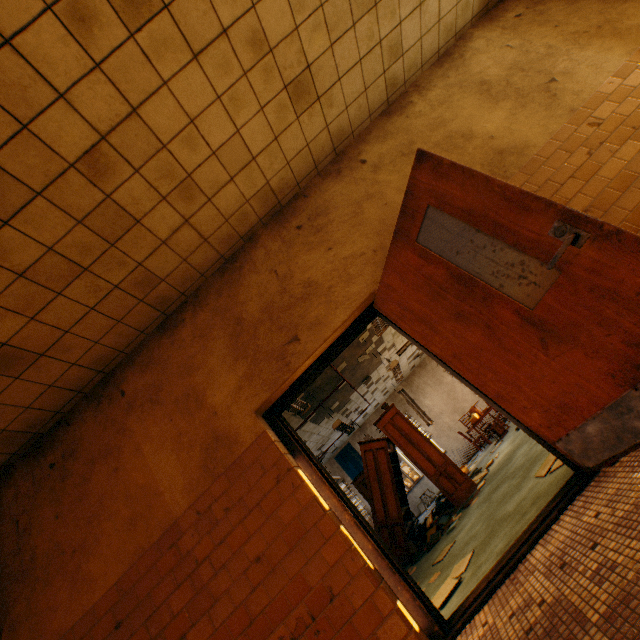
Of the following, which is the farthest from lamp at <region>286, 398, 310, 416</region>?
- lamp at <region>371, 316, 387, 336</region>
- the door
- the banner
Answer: the banner

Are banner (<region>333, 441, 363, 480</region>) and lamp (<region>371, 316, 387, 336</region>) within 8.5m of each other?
no

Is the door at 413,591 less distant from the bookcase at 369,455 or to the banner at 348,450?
the bookcase at 369,455

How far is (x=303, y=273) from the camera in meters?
3.6 m

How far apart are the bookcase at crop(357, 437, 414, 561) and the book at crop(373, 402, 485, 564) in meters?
0.0

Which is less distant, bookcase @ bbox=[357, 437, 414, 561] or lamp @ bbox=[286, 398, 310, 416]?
lamp @ bbox=[286, 398, 310, 416]

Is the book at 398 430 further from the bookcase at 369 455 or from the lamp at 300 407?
the lamp at 300 407

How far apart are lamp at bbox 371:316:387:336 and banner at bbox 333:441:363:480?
10.0 meters
